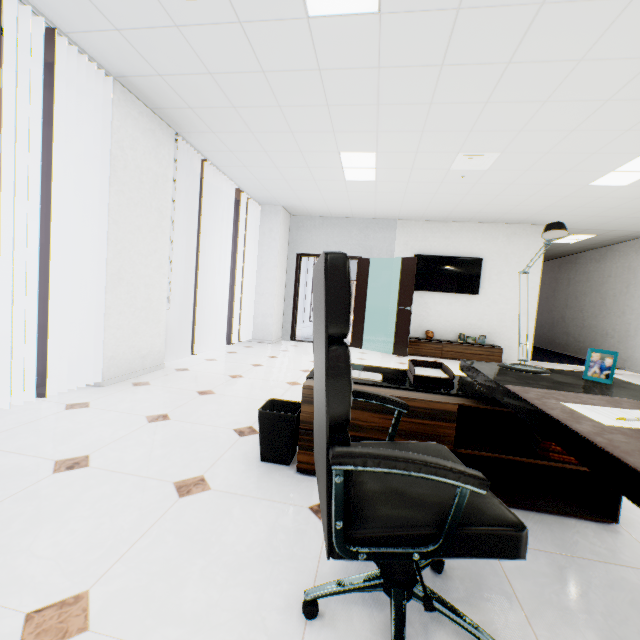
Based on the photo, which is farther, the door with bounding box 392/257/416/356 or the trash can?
the door with bounding box 392/257/416/356

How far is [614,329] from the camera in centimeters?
772cm

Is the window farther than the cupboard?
No

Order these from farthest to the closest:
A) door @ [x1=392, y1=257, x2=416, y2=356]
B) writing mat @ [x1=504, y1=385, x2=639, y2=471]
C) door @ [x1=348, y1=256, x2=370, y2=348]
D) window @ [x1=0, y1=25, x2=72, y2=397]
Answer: door @ [x1=348, y1=256, x2=370, y2=348]
door @ [x1=392, y1=257, x2=416, y2=356]
window @ [x1=0, y1=25, x2=72, y2=397]
writing mat @ [x1=504, y1=385, x2=639, y2=471]

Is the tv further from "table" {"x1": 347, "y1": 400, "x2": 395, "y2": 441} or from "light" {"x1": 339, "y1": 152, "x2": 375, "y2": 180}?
"table" {"x1": 347, "y1": 400, "x2": 395, "y2": 441}

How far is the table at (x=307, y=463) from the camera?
1.89m

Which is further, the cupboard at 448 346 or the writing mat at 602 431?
the cupboard at 448 346

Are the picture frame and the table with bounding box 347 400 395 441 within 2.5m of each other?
yes
